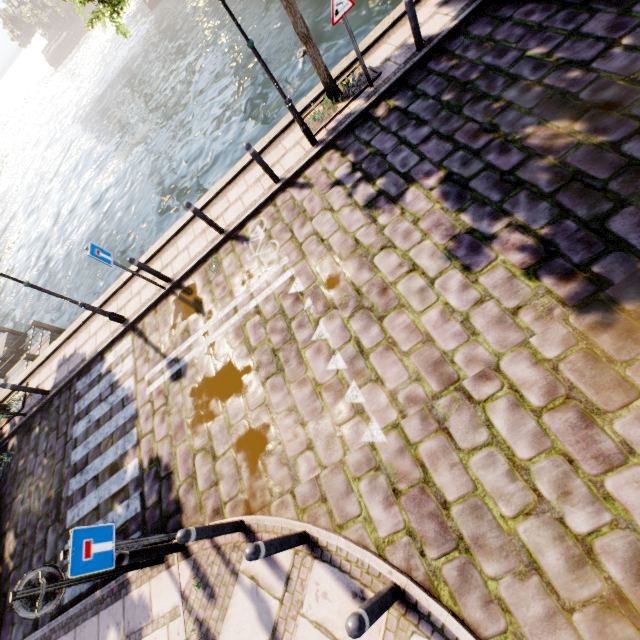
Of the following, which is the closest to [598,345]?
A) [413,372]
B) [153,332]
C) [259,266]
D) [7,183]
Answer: [413,372]

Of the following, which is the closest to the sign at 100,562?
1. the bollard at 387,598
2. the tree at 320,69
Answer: the bollard at 387,598

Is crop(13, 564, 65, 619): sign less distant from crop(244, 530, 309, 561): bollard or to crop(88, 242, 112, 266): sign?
crop(244, 530, 309, 561): bollard

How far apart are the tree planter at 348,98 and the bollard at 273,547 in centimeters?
788cm

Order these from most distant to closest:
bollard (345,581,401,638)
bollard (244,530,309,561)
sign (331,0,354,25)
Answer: sign (331,0,354,25) < bollard (244,530,309,561) < bollard (345,581,401,638)

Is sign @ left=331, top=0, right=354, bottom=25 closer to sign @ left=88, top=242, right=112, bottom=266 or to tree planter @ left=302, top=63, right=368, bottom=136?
tree planter @ left=302, top=63, right=368, bottom=136

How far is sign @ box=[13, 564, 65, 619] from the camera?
3.76m
